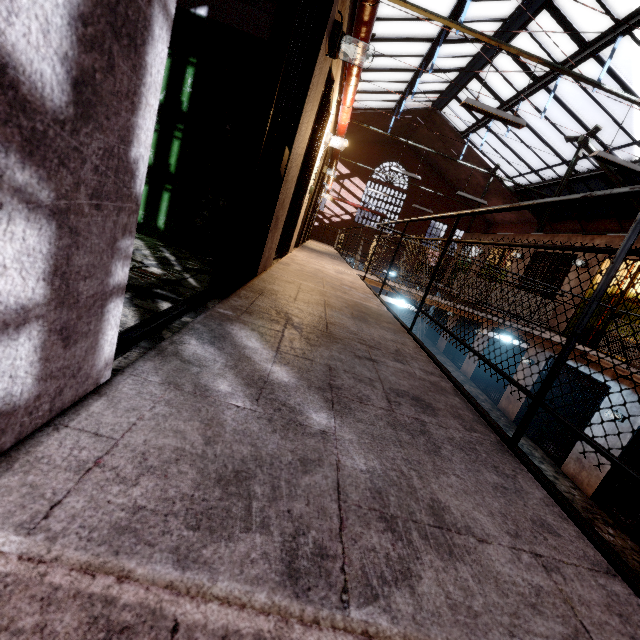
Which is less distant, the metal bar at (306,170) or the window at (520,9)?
the metal bar at (306,170)

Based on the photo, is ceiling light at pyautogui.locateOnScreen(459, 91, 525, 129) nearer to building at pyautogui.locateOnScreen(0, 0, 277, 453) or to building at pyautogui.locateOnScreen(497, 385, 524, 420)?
building at pyautogui.locateOnScreen(0, 0, 277, 453)

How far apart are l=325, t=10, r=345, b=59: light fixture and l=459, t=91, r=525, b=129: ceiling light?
3.6 meters

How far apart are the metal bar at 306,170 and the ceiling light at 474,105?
2.3 meters

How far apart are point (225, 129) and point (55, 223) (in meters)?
2.65

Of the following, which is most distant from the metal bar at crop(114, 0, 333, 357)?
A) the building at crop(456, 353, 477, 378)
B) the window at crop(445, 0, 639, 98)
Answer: the building at crop(456, 353, 477, 378)

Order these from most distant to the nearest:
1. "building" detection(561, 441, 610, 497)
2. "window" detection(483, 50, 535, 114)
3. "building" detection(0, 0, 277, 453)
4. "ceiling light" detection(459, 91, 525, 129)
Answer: "window" detection(483, 50, 535, 114), "building" detection(561, 441, 610, 497), "ceiling light" detection(459, 91, 525, 129), "building" detection(0, 0, 277, 453)

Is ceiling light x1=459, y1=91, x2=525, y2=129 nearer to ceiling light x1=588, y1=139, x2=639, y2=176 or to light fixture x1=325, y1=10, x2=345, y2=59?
ceiling light x1=588, y1=139, x2=639, y2=176
